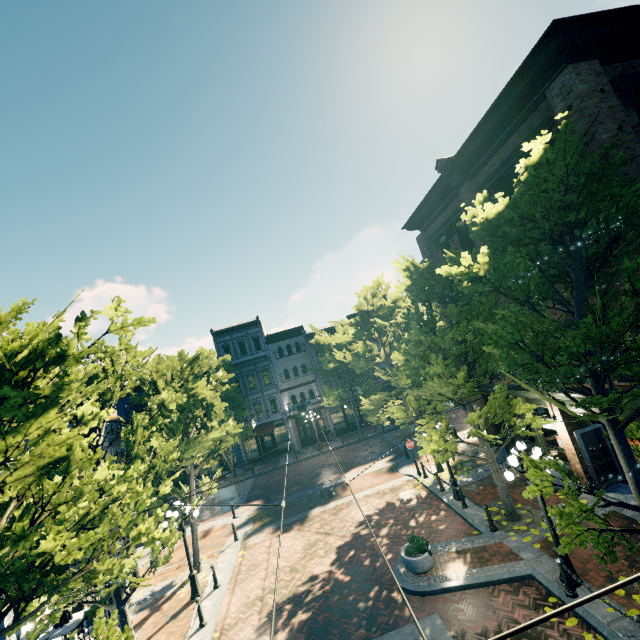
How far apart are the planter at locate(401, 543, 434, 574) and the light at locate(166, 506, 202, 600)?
8.16m

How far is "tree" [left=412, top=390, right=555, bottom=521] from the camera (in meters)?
10.83

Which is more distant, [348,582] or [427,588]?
[348,582]

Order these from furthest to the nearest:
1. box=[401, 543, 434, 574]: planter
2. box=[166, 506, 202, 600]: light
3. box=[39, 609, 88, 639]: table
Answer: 1. box=[166, 506, 202, 600]: light
2. box=[39, 609, 88, 639]: table
3. box=[401, 543, 434, 574]: planter

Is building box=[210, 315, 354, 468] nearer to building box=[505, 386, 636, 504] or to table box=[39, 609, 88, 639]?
building box=[505, 386, 636, 504]

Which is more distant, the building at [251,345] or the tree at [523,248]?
the building at [251,345]

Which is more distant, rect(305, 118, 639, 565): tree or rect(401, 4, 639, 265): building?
rect(401, 4, 639, 265): building

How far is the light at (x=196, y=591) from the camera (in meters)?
12.71
